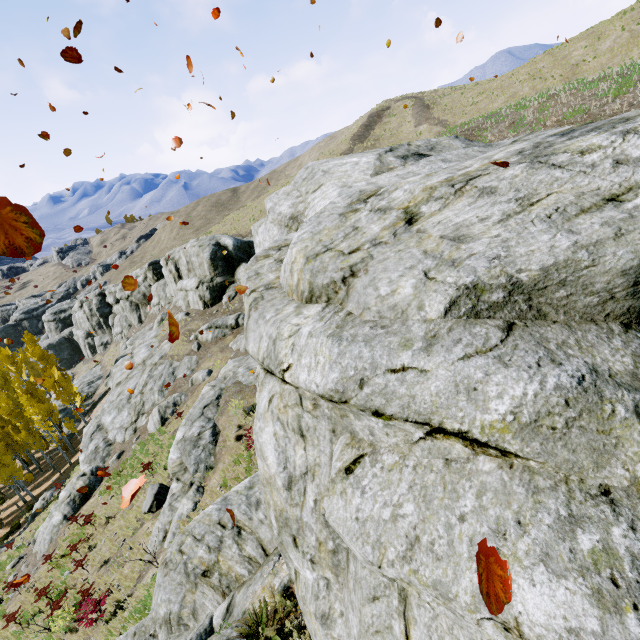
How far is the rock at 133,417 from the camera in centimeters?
1970cm

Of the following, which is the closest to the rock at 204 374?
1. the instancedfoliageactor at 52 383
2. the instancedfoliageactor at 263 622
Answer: the instancedfoliageactor at 52 383

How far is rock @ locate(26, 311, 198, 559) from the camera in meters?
19.7

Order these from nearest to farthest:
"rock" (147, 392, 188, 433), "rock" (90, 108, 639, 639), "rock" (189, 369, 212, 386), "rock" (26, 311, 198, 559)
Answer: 1. "rock" (90, 108, 639, 639)
2. "rock" (26, 311, 198, 559)
3. "rock" (147, 392, 188, 433)
4. "rock" (189, 369, 212, 386)

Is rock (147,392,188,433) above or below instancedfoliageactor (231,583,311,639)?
below

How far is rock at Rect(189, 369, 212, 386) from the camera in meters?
24.8 m

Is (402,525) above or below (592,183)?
below

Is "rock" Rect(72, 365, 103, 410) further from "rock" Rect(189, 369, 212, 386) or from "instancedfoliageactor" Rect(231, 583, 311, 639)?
"instancedfoliageactor" Rect(231, 583, 311, 639)
